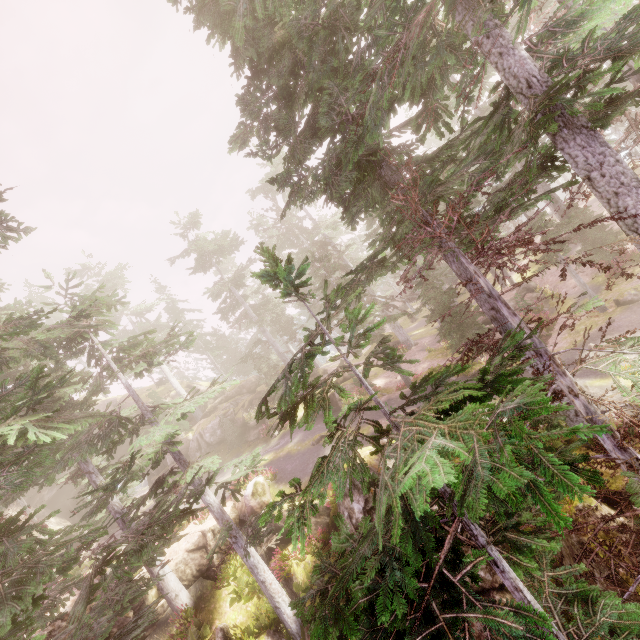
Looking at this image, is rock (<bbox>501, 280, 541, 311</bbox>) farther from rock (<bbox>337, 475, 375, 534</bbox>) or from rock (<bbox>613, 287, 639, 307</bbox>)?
rock (<bbox>337, 475, 375, 534</bbox>)

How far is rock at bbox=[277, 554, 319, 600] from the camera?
14.27m

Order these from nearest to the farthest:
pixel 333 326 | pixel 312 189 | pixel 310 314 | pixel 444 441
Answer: pixel 444 441
pixel 312 189
pixel 333 326
pixel 310 314

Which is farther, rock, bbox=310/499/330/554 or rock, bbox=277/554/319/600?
rock, bbox=310/499/330/554

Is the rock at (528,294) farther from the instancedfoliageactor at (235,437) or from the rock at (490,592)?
the rock at (490,592)

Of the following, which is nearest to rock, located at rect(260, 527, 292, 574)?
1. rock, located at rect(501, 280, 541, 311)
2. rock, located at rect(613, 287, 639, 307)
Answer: rock, located at rect(613, 287, 639, 307)
